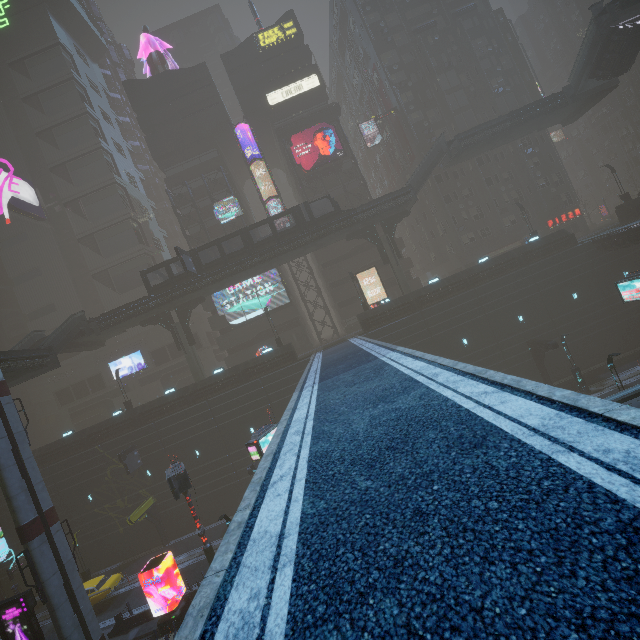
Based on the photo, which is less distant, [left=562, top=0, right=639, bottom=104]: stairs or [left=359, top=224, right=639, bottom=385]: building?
[left=562, top=0, right=639, bottom=104]: stairs

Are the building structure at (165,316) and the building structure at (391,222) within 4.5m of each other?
no

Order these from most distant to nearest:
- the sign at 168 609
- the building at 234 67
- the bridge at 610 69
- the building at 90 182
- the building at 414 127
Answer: the building at 90 182, the building at 234 67, the building at 414 127, the bridge at 610 69, the sign at 168 609

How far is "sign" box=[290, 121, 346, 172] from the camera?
42.7 meters

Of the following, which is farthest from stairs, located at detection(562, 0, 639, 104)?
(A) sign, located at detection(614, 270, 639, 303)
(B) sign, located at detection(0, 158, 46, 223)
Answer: (B) sign, located at detection(0, 158, 46, 223)

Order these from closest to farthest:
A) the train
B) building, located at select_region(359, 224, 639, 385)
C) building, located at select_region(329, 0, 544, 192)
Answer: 1. the train
2. building, located at select_region(359, 224, 639, 385)
3. building, located at select_region(329, 0, 544, 192)

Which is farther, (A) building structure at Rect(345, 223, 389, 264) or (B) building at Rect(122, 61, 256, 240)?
(B) building at Rect(122, 61, 256, 240)

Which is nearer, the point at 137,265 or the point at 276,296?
the point at 276,296
